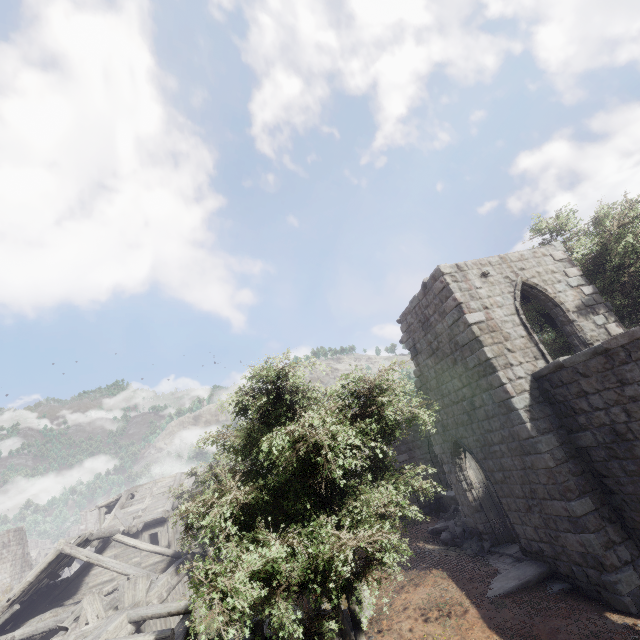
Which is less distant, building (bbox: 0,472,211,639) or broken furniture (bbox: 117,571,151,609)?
building (bbox: 0,472,211,639)

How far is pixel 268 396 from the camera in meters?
7.2

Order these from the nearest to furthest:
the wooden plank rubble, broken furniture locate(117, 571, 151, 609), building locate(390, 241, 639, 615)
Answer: building locate(390, 241, 639, 615) < broken furniture locate(117, 571, 151, 609) < the wooden plank rubble

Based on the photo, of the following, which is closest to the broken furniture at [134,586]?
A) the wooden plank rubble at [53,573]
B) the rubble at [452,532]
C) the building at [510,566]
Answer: the building at [510,566]

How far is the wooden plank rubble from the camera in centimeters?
1612cm

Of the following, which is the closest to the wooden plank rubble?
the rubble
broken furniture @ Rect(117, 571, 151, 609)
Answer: broken furniture @ Rect(117, 571, 151, 609)

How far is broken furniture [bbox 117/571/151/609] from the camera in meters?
13.1
